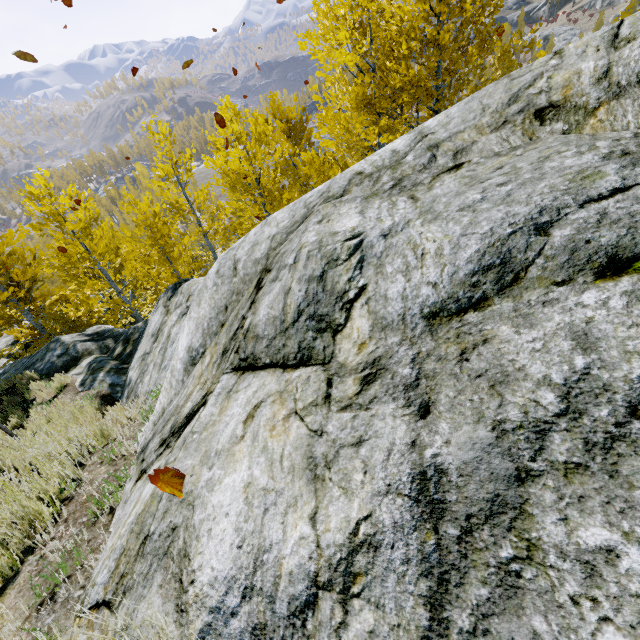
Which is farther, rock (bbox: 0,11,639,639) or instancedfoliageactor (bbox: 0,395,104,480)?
instancedfoliageactor (bbox: 0,395,104,480)

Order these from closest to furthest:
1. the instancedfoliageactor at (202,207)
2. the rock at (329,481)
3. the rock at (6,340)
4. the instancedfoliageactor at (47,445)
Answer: the rock at (329,481)
the instancedfoliageactor at (47,445)
the instancedfoliageactor at (202,207)
the rock at (6,340)

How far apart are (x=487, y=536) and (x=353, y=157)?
9.2 meters

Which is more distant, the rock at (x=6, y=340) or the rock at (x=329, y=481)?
the rock at (x=6, y=340)

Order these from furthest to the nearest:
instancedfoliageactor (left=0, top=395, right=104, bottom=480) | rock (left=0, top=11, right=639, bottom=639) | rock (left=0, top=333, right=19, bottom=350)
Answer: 1. rock (left=0, top=333, right=19, bottom=350)
2. instancedfoliageactor (left=0, top=395, right=104, bottom=480)
3. rock (left=0, top=11, right=639, bottom=639)
